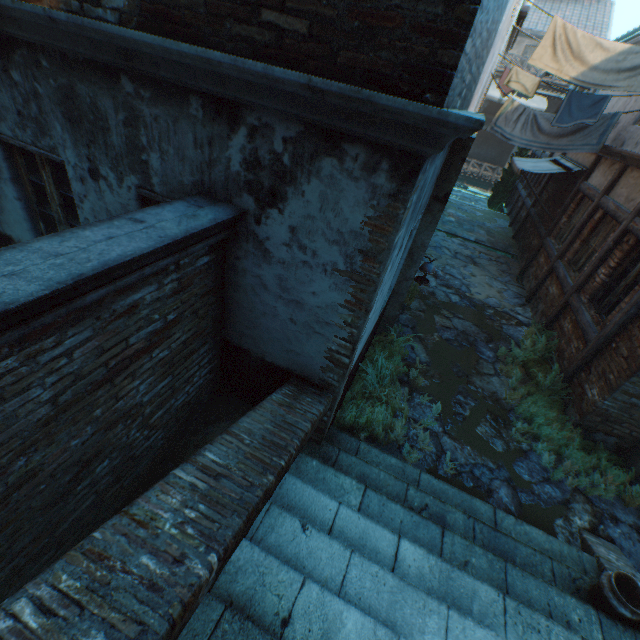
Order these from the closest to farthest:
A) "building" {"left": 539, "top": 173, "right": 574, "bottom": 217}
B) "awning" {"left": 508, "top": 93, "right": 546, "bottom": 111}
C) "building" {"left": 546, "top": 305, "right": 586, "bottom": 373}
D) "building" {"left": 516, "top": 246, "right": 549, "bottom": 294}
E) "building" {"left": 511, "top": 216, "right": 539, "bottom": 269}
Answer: "building" {"left": 546, "top": 305, "right": 586, "bottom": 373}, "building" {"left": 516, "top": 246, "right": 549, "bottom": 294}, "building" {"left": 539, "top": 173, "right": 574, "bottom": 217}, "building" {"left": 511, "top": 216, "right": 539, "bottom": 269}, "awning" {"left": 508, "top": 93, "right": 546, "bottom": 111}

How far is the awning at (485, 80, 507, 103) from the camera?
21.72m

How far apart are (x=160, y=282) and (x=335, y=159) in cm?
159

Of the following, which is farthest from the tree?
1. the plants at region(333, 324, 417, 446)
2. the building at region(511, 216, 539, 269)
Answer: the plants at region(333, 324, 417, 446)

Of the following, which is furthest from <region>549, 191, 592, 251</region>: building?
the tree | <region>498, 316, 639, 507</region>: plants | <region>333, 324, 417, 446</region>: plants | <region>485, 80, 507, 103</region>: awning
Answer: <region>485, 80, 507, 103</region>: awning

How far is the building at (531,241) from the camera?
11.0 meters

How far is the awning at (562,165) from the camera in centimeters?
948cm

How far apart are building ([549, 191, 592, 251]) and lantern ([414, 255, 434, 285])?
5.5m
